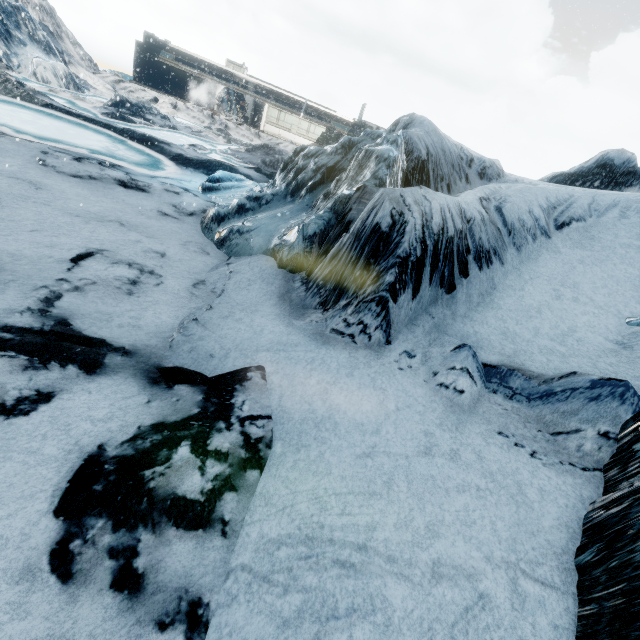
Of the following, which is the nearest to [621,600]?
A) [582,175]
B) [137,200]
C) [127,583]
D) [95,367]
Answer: [127,583]
